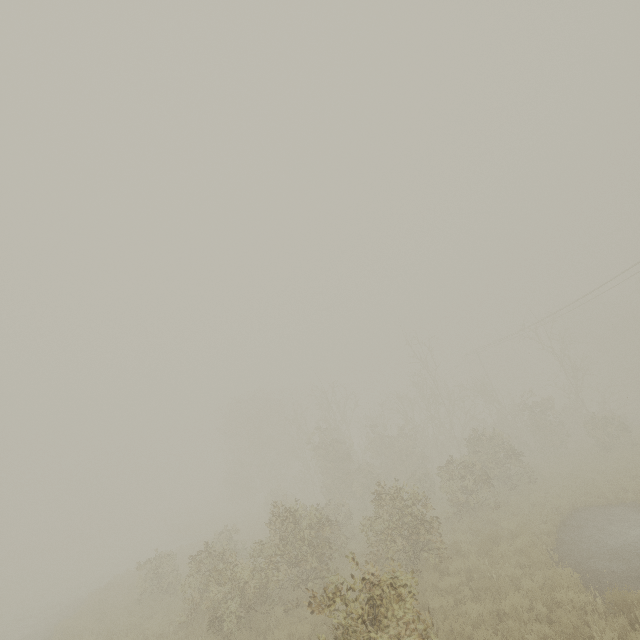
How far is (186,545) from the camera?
25.8 meters
